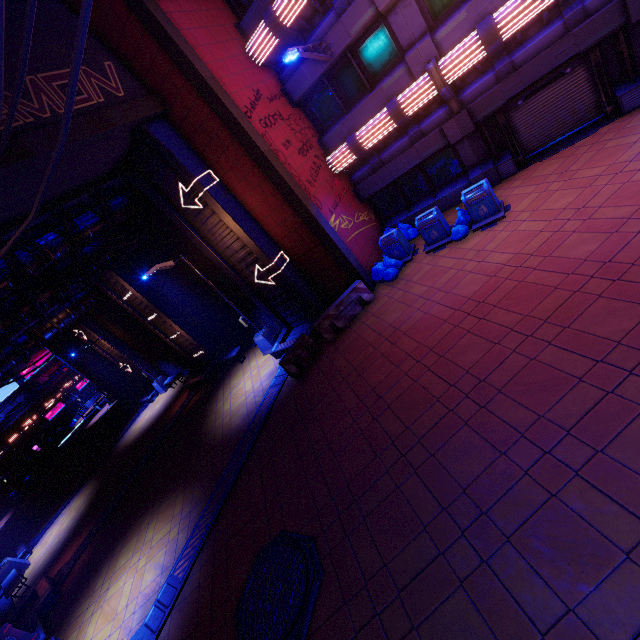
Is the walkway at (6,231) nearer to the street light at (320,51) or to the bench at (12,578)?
the street light at (320,51)

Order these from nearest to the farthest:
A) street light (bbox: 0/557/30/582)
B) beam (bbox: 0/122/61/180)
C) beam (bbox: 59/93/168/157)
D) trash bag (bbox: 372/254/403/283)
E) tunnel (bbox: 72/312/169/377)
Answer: Result: beam (bbox: 0/122/61/180) → beam (bbox: 59/93/168/157) → trash bag (bbox: 372/254/403/283) → street light (bbox: 0/557/30/582) → tunnel (bbox: 72/312/169/377)

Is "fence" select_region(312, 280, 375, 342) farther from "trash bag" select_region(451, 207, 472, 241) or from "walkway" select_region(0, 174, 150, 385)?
"walkway" select_region(0, 174, 150, 385)

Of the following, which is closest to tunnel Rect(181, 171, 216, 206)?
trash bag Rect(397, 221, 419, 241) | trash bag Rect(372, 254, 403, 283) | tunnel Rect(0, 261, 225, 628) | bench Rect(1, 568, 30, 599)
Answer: trash bag Rect(372, 254, 403, 283)

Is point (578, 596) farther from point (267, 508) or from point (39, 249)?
point (39, 249)

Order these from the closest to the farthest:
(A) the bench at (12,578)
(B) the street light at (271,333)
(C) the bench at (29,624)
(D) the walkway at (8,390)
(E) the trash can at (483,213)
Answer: (C) the bench at (29,624) < (E) the trash can at (483,213) < (B) the street light at (271,333) < (A) the bench at (12,578) < (D) the walkway at (8,390)

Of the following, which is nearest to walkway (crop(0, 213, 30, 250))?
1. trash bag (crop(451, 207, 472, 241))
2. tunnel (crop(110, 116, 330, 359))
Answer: tunnel (crop(110, 116, 330, 359))

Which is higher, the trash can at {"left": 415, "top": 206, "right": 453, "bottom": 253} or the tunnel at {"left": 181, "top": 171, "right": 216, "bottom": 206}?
the tunnel at {"left": 181, "top": 171, "right": 216, "bottom": 206}
